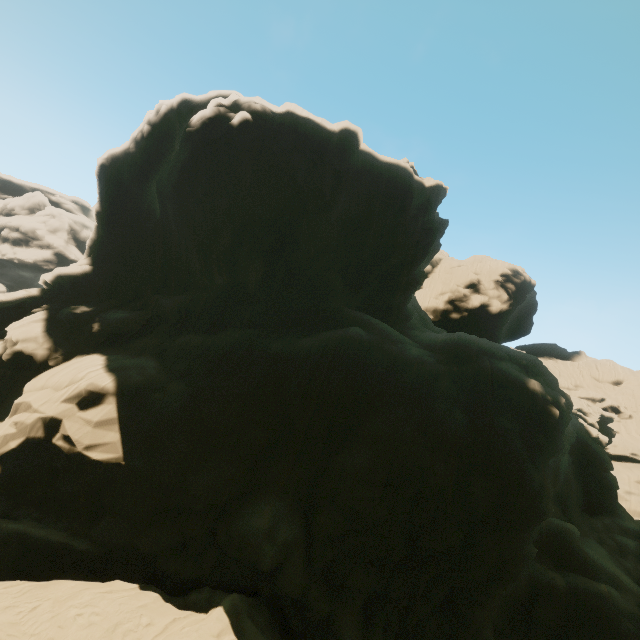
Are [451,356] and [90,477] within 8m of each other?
no
